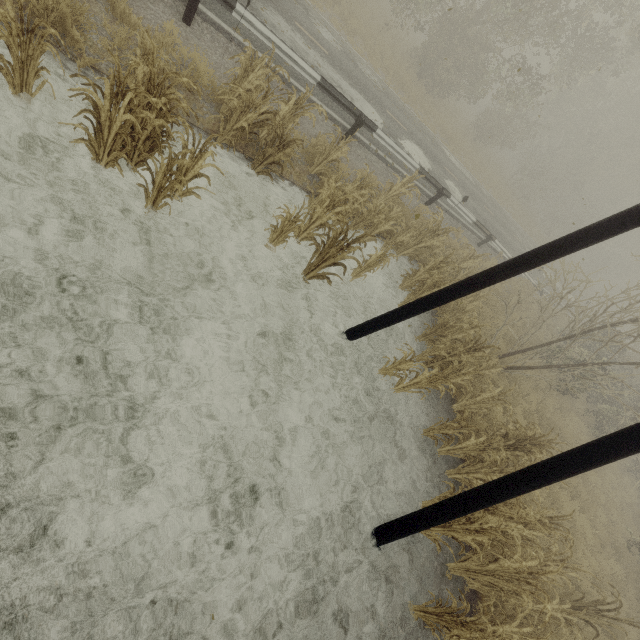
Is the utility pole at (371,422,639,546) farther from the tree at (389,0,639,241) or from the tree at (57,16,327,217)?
the tree at (57,16,327,217)

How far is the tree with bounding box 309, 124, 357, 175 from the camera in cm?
752

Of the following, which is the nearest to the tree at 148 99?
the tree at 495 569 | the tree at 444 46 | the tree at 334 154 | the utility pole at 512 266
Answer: the tree at 334 154

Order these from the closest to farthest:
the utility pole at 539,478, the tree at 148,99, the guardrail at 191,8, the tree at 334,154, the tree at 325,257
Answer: the utility pole at 539,478 → the tree at 148,99 → the tree at 325,257 → the guardrail at 191,8 → the tree at 334,154

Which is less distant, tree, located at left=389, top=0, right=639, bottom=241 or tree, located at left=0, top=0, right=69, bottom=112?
tree, located at left=0, top=0, right=69, bottom=112

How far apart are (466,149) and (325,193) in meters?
24.0

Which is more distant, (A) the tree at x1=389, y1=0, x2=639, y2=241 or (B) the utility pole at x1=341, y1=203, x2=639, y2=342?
(A) the tree at x1=389, y1=0, x2=639, y2=241

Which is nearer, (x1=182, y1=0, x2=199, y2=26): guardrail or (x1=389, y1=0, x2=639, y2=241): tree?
(x1=182, y1=0, x2=199, y2=26): guardrail
